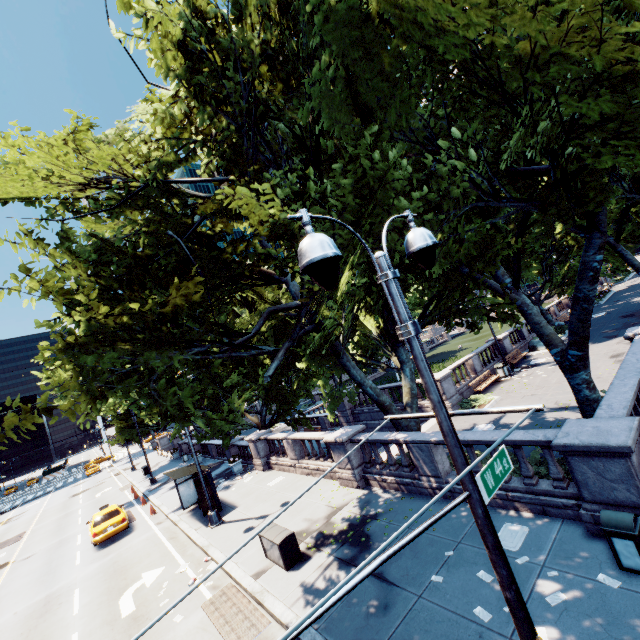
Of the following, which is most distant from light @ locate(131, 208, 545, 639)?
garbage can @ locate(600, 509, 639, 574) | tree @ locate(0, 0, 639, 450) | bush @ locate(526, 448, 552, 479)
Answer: bush @ locate(526, 448, 552, 479)

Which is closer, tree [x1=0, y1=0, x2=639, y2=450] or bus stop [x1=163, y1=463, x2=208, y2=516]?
tree [x1=0, y1=0, x2=639, y2=450]

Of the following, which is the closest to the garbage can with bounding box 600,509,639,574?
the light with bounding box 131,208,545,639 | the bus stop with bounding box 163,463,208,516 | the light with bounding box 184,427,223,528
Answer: the light with bounding box 131,208,545,639

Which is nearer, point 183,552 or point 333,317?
point 333,317

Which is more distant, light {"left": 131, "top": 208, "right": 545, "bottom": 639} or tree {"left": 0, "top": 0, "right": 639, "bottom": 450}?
tree {"left": 0, "top": 0, "right": 639, "bottom": 450}

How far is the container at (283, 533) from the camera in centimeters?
995cm

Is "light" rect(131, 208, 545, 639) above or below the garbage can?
above

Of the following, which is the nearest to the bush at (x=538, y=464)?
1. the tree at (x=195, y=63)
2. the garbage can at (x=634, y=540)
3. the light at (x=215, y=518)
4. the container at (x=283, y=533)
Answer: the tree at (x=195, y=63)
